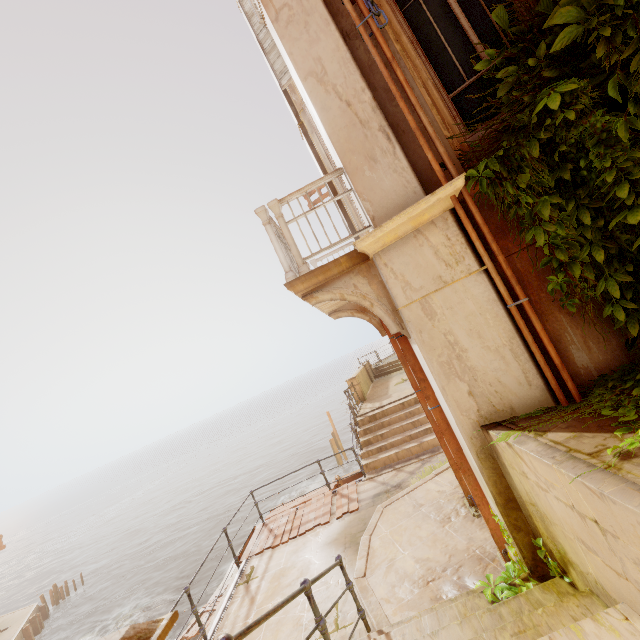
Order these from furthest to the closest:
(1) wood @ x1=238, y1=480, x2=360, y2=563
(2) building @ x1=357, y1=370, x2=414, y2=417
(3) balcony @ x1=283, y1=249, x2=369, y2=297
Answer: (2) building @ x1=357, y1=370, x2=414, y2=417
(1) wood @ x1=238, y1=480, x2=360, y2=563
(3) balcony @ x1=283, y1=249, x2=369, y2=297

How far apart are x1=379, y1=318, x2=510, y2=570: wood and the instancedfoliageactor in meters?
0.2 m

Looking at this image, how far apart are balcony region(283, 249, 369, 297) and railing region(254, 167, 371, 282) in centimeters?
1cm

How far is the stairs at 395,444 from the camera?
9.30m

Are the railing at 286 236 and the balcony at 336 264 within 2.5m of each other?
yes

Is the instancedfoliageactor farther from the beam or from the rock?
the beam

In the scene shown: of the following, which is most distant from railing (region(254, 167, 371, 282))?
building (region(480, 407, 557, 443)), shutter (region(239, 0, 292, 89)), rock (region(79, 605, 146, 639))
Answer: rock (region(79, 605, 146, 639))

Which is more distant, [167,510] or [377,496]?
[167,510]
